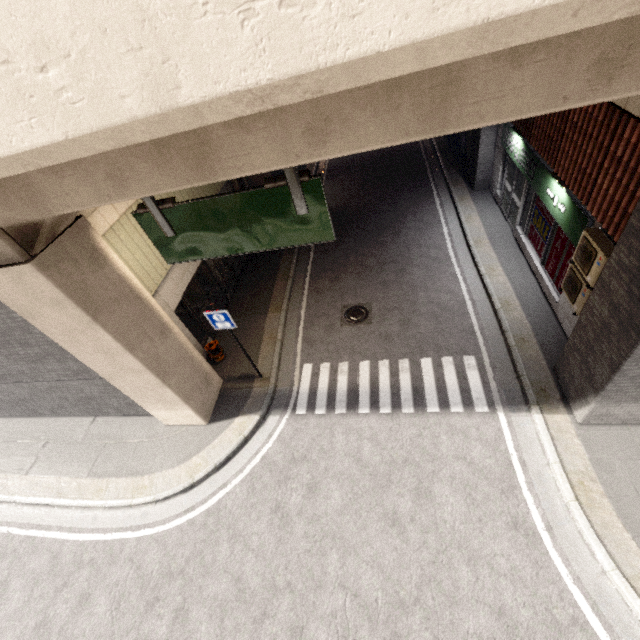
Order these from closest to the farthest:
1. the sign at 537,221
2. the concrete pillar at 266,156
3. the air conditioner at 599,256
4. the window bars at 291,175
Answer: the concrete pillar at 266,156 → the window bars at 291,175 → the air conditioner at 599,256 → the sign at 537,221

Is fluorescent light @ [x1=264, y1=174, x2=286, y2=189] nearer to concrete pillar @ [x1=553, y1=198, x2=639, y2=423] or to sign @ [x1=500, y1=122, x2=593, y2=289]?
concrete pillar @ [x1=553, y1=198, x2=639, y2=423]

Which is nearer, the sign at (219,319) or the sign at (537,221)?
the sign at (219,319)

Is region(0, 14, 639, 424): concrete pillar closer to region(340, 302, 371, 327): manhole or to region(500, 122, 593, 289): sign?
region(500, 122, 593, 289): sign

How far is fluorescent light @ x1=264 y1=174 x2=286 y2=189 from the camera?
4.7 meters

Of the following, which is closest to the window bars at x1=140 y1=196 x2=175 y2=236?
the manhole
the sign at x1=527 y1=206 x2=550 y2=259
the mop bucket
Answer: the mop bucket

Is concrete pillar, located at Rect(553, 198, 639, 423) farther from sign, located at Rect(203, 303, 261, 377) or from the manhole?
sign, located at Rect(203, 303, 261, 377)

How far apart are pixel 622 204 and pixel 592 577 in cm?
609
